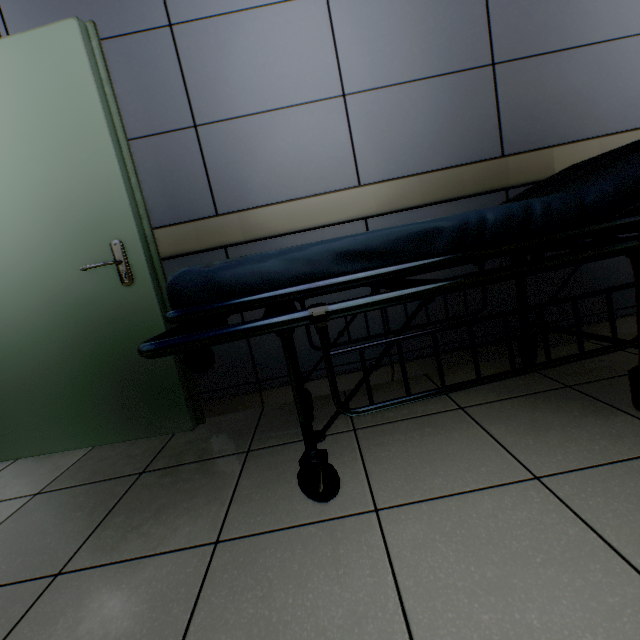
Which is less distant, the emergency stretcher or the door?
the emergency stretcher

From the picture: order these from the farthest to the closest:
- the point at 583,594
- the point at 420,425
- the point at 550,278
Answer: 1. the point at 550,278
2. the point at 420,425
3. the point at 583,594

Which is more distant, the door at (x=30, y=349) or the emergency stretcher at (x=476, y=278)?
the door at (x=30, y=349)
